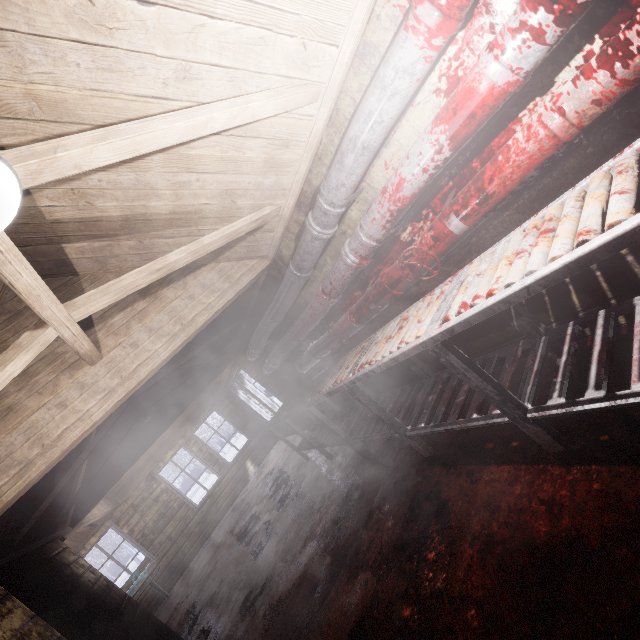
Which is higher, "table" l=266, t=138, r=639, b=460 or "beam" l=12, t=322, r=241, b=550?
"beam" l=12, t=322, r=241, b=550

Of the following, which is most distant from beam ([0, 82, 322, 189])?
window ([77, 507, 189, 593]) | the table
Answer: window ([77, 507, 189, 593])

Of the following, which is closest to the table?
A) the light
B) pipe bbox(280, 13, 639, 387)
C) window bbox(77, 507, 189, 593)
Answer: pipe bbox(280, 13, 639, 387)

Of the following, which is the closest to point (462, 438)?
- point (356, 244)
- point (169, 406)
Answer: A: point (356, 244)

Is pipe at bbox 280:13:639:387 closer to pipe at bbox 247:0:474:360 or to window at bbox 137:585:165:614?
pipe at bbox 247:0:474:360

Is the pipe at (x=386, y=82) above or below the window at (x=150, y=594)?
above

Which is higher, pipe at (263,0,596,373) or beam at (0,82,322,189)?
beam at (0,82,322,189)

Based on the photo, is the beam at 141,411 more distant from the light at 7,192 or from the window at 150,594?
the window at 150,594
